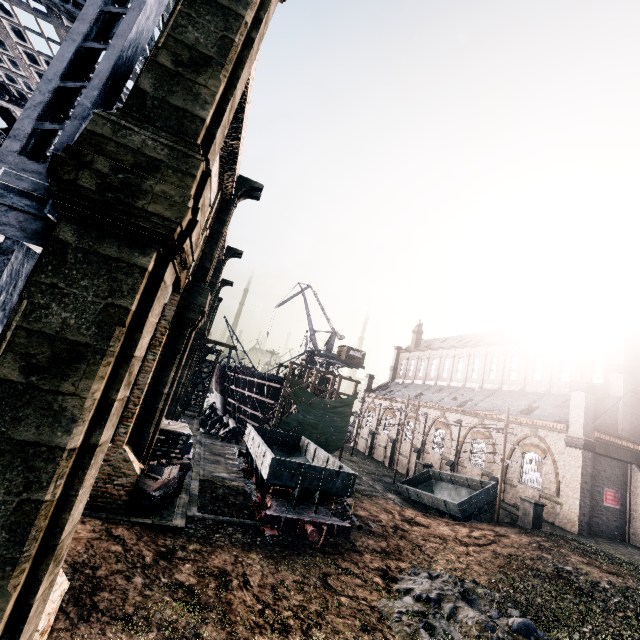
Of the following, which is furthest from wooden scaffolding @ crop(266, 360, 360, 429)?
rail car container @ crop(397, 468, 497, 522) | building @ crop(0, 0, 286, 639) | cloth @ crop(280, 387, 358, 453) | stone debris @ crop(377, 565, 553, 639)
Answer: stone debris @ crop(377, 565, 553, 639)

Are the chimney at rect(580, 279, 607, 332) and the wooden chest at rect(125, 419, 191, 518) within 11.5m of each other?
no

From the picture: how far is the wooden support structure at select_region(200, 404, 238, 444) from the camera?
37.3m

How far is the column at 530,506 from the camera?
22.09m

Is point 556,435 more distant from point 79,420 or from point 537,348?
point 79,420

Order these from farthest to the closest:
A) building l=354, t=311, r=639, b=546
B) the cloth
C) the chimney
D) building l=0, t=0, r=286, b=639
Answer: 1. the cloth
2. the chimney
3. building l=354, t=311, r=639, b=546
4. building l=0, t=0, r=286, b=639

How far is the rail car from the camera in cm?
1582

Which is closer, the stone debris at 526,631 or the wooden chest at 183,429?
the stone debris at 526,631
